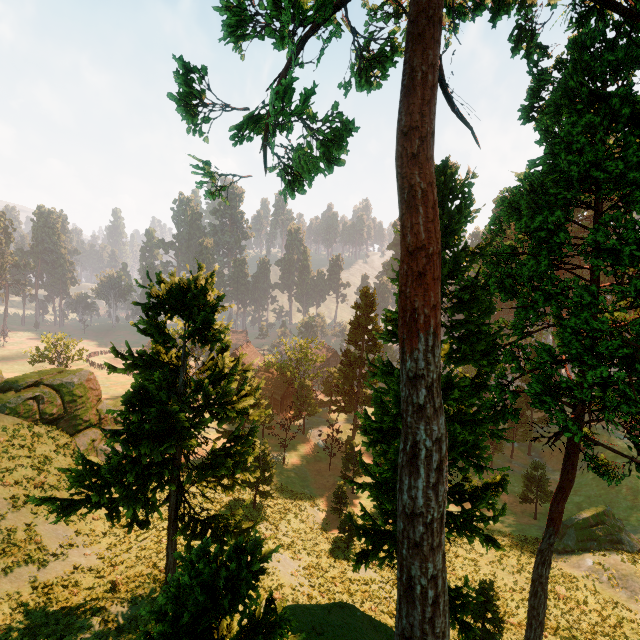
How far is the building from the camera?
56.75m

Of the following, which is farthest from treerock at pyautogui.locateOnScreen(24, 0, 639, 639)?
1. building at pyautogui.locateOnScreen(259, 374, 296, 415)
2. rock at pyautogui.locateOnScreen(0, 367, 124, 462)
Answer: rock at pyautogui.locateOnScreen(0, 367, 124, 462)

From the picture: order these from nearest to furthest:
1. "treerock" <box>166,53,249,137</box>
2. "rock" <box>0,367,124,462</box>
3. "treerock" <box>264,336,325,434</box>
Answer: "treerock" <box>166,53,249,137</box>
"rock" <box>0,367,124,462</box>
"treerock" <box>264,336,325,434</box>

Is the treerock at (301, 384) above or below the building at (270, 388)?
above

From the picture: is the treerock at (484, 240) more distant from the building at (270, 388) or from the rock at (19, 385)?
the rock at (19, 385)

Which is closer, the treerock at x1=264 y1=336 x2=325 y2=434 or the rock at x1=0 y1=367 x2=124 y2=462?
the rock at x1=0 y1=367 x2=124 y2=462

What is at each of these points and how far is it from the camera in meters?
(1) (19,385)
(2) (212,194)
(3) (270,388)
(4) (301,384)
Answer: (1) rock, 24.2
(2) treerock, 15.9
(3) building, 58.3
(4) treerock, 49.7
